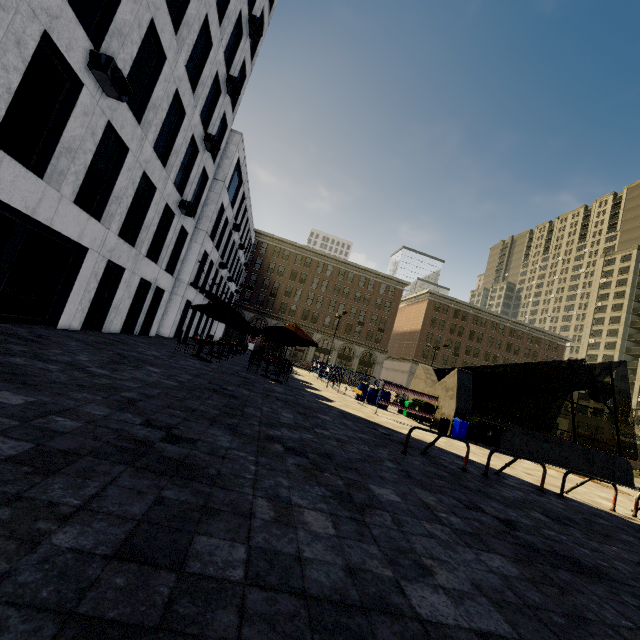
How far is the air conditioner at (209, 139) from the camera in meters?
17.2

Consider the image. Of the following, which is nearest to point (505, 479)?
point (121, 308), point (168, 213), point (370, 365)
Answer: point (121, 308)

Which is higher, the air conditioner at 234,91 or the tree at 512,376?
the air conditioner at 234,91

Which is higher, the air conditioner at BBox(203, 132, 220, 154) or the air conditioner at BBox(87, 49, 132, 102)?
the air conditioner at BBox(203, 132, 220, 154)

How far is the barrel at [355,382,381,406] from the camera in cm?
1875

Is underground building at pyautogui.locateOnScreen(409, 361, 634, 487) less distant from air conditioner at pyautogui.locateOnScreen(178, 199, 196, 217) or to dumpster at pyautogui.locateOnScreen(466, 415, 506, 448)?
dumpster at pyautogui.locateOnScreen(466, 415, 506, 448)

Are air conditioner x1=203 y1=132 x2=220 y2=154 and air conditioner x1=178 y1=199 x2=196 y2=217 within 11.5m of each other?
yes

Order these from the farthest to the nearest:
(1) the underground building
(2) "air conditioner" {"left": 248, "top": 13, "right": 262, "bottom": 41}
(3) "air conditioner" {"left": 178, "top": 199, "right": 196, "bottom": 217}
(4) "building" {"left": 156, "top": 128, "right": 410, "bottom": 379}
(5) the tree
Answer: (5) the tree, (4) "building" {"left": 156, "top": 128, "right": 410, "bottom": 379}, (2) "air conditioner" {"left": 248, "top": 13, "right": 262, "bottom": 41}, (3) "air conditioner" {"left": 178, "top": 199, "right": 196, "bottom": 217}, (1) the underground building
